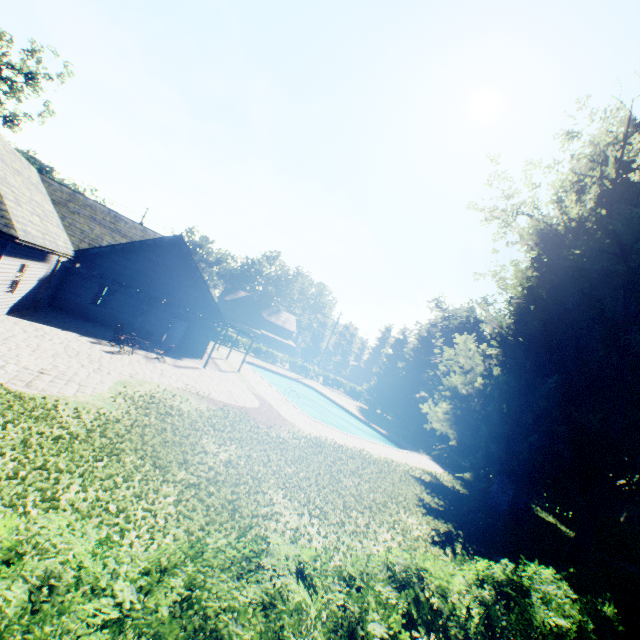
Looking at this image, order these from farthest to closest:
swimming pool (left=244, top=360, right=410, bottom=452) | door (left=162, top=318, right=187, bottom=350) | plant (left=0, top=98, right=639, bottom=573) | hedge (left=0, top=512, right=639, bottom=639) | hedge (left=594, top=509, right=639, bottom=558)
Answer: swimming pool (left=244, top=360, right=410, bottom=452) < door (left=162, top=318, right=187, bottom=350) < hedge (left=594, top=509, right=639, bottom=558) < plant (left=0, top=98, right=639, bottom=573) < hedge (left=0, top=512, right=639, bottom=639)

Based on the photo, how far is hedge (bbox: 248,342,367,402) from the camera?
46.2 meters

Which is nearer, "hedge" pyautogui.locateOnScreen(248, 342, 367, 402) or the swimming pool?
the swimming pool

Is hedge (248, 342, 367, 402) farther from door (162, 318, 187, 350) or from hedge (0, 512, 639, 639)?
hedge (0, 512, 639, 639)

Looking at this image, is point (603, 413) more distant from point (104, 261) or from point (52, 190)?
point (52, 190)

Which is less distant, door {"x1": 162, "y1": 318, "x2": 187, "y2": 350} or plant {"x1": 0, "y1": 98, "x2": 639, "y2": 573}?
plant {"x1": 0, "y1": 98, "x2": 639, "y2": 573}

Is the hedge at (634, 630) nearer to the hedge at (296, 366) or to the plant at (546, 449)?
the plant at (546, 449)

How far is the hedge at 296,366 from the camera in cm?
4625
